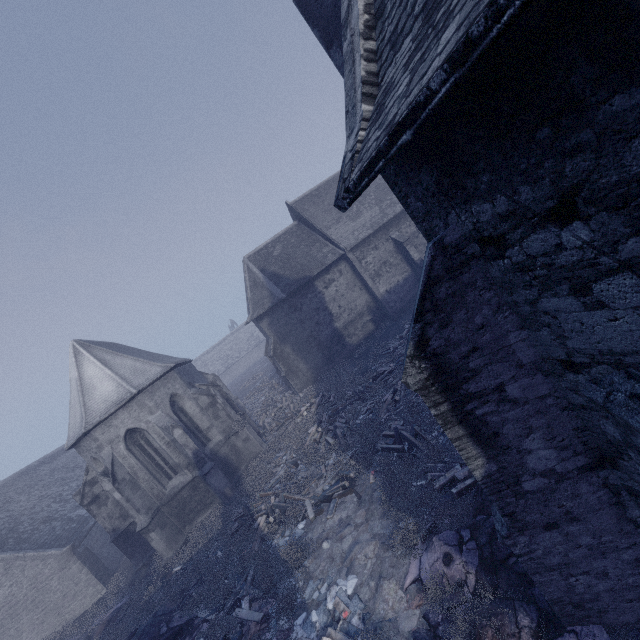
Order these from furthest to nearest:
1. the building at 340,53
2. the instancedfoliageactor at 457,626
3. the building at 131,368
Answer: the building at 131,368, the instancedfoliageactor at 457,626, the building at 340,53

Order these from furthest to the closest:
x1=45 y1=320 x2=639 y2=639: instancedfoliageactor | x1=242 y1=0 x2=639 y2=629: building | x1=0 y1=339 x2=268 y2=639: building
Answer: x1=0 y1=339 x2=268 y2=639: building
x1=45 y1=320 x2=639 y2=639: instancedfoliageactor
x1=242 y1=0 x2=639 y2=629: building

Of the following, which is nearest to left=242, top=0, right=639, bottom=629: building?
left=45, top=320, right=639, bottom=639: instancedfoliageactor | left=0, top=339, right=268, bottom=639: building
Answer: left=45, top=320, right=639, bottom=639: instancedfoliageactor

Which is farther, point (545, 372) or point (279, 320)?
point (279, 320)

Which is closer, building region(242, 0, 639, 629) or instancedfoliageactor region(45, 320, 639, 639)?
building region(242, 0, 639, 629)

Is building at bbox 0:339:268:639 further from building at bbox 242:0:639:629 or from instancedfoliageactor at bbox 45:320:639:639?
building at bbox 242:0:639:629

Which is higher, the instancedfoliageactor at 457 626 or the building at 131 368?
the building at 131 368
